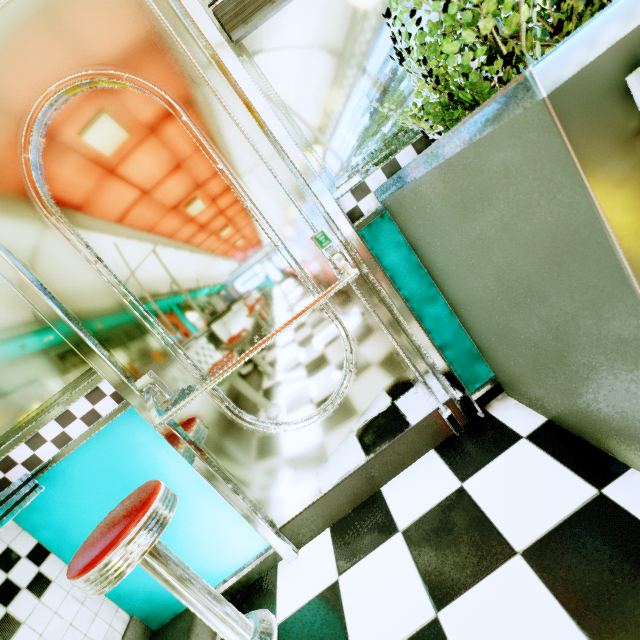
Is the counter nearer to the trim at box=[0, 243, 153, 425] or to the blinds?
the trim at box=[0, 243, 153, 425]

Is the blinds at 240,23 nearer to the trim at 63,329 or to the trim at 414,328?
the trim at 414,328

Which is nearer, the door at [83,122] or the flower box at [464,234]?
the flower box at [464,234]

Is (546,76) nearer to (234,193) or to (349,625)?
(234,193)

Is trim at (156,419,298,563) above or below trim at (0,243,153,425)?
below

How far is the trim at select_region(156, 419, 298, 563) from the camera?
1.44m

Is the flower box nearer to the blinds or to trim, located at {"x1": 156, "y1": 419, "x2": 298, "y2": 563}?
the blinds

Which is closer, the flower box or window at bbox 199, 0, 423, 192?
Result: the flower box
